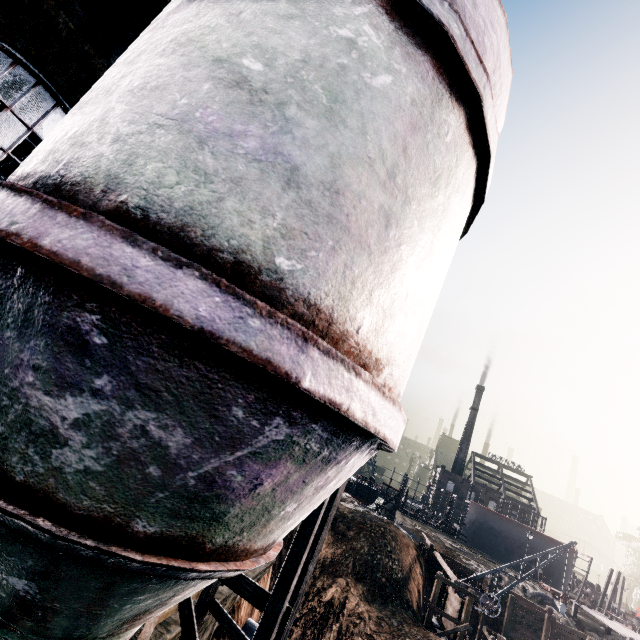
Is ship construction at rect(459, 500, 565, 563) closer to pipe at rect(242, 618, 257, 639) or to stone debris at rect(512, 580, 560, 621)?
stone debris at rect(512, 580, 560, 621)

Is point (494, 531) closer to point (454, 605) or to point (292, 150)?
point (454, 605)

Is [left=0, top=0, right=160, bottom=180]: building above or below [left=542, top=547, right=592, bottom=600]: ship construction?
above

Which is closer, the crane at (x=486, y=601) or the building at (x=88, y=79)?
the building at (x=88, y=79)

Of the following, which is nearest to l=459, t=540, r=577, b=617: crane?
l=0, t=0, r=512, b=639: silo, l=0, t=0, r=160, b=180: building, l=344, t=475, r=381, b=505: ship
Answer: l=0, t=0, r=160, b=180: building

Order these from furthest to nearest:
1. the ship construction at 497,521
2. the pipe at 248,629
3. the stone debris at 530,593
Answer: the ship construction at 497,521 < the stone debris at 530,593 < the pipe at 248,629

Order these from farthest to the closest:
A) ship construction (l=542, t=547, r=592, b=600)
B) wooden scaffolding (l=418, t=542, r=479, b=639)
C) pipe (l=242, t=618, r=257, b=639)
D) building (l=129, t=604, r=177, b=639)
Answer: ship construction (l=542, t=547, r=592, b=600), wooden scaffolding (l=418, t=542, r=479, b=639), pipe (l=242, t=618, r=257, b=639), building (l=129, t=604, r=177, b=639)

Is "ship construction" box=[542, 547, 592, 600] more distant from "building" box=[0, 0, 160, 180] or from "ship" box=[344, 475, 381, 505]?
"building" box=[0, 0, 160, 180]
